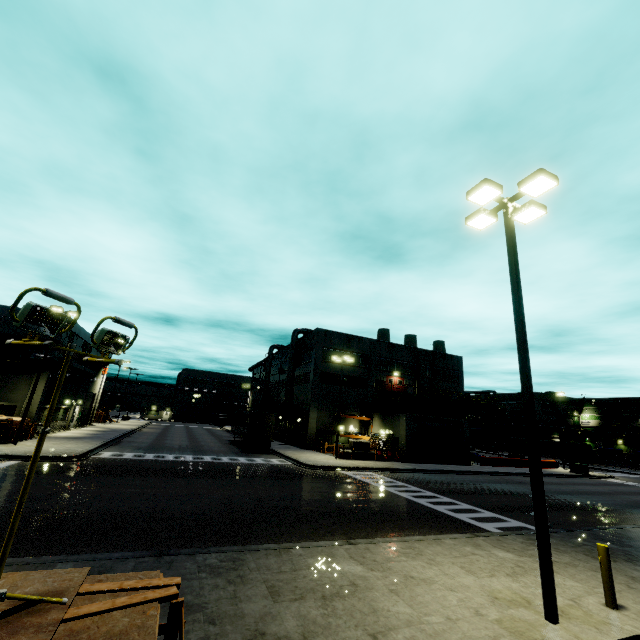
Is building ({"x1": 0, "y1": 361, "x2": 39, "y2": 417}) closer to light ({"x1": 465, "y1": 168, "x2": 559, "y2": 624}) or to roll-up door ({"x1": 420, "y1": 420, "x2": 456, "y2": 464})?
roll-up door ({"x1": 420, "y1": 420, "x2": 456, "y2": 464})

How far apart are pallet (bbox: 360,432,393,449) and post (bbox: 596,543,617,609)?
28.04m

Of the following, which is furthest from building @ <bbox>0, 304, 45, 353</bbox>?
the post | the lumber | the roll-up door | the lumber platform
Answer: the lumber

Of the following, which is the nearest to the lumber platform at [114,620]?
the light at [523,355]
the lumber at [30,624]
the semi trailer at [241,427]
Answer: the lumber at [30,624]

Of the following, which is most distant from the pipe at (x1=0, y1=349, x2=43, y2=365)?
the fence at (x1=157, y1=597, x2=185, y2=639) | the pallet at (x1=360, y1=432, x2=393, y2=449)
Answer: the fence at (x1=157, y1=597, x2=185, y2=639)

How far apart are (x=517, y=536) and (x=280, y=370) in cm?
4562

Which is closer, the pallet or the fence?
the fence

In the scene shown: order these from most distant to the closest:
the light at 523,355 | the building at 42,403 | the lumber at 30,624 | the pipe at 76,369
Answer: the pipe at 76,369 → the building at 42,403 → the light at 523,355 → the lumber at 30,624
